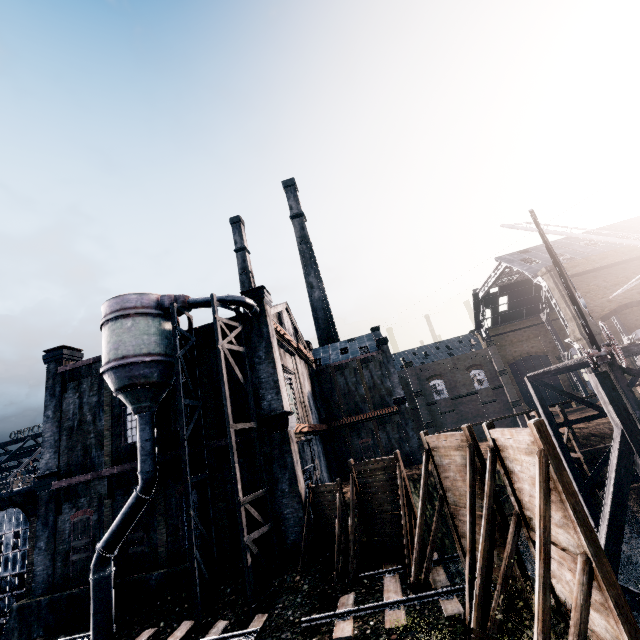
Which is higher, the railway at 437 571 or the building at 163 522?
the building at 163 522

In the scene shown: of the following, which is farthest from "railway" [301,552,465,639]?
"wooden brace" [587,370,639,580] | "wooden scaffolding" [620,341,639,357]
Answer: "wooden scaffolding" [620,341,639,357]

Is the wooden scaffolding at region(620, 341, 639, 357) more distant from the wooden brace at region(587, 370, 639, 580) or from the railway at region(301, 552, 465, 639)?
the railway at region(301, 552, 465, 639)

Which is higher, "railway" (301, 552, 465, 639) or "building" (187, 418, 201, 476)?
"building" (187, 418, 201, 476)

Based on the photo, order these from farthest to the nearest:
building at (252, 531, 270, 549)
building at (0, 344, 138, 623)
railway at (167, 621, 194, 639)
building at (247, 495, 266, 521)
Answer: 1. building at (0, 344, 138, 623)
2. building at (247, 495, 266, 521)
3. building at (252, 531, 270, 549)
4. railway at (167, 621, 194, 639)

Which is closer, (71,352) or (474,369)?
(71,352)

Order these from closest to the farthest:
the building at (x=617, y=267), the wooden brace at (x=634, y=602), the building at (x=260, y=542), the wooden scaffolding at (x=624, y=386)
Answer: the wooden brace at (x=634, y=602) → the wooden scaffolding at (x=624, y=386) → the building at (x=260, y=542) → the building at (x=617, y=267)

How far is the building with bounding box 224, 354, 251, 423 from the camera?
20.1 meters
